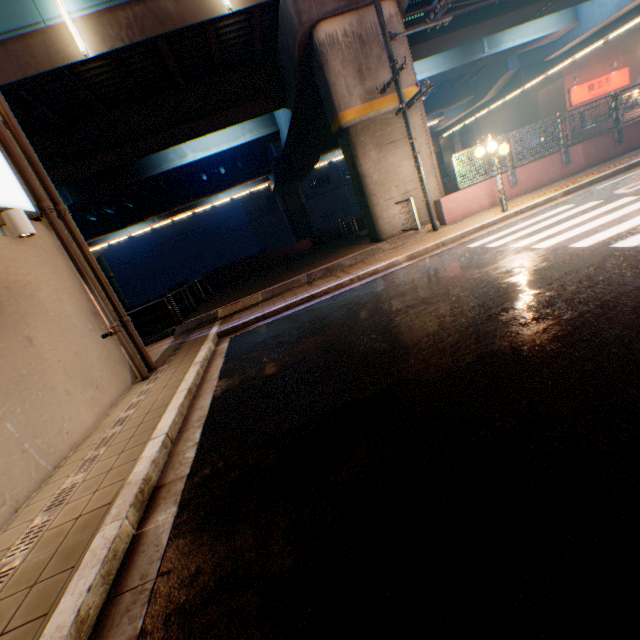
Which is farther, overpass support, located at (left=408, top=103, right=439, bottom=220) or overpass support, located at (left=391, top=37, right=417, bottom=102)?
overpass support, located at (left=408, top=103, right=439, bottom=220)

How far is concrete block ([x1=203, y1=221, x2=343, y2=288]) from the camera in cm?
2119

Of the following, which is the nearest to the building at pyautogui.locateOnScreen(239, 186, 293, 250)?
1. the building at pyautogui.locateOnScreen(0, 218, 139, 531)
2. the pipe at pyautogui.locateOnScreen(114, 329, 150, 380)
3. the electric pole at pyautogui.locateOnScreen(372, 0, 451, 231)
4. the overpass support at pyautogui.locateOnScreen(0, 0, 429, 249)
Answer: the overpass support at pyautogui.locateOnScreen(0, 0, 429, 249)

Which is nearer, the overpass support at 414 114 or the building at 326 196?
the overpass support at 414 114

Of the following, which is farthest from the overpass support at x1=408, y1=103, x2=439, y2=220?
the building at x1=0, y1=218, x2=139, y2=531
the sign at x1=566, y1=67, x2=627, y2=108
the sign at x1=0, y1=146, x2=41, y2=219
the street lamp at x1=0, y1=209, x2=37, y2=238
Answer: the street lamp at x1=0, y1=209, x2=37, y2=238

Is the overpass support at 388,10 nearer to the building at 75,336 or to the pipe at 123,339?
the building at 75,336

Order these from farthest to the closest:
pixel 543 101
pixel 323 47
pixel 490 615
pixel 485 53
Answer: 1. pixel 543 101
2. pixel 485 53
3. pixel 323 47
4. pixel 490 615

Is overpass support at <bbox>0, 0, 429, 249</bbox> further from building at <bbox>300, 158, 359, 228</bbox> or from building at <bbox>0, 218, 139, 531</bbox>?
building at <bbox>300, 158, 359, 228</bbox>
